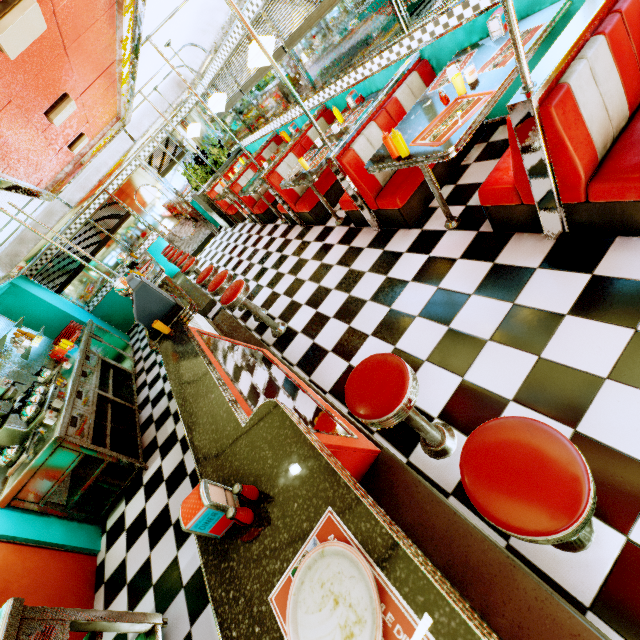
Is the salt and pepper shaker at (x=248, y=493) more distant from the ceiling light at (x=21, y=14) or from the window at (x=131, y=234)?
the window at (x=131, y=234)

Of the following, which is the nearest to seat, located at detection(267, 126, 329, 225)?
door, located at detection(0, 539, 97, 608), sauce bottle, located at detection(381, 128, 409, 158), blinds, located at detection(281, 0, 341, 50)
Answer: blinds, located at detection(281, 0, 341, 50)

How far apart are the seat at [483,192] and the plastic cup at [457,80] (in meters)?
0.61

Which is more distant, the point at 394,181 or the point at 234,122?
the point at 234,122

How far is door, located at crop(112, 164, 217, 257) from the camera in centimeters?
827cm

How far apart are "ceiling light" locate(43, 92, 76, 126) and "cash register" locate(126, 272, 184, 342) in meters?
2.2

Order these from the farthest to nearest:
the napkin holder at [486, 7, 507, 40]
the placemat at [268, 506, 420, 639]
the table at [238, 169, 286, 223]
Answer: the table at [238, 169, 286, 223] < the napkin holder at [486, 7, 507, 40] < the placemat at [268, 506, 420, 639]

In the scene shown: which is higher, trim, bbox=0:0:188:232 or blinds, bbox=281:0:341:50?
trim, bbox=0:0:188:232
